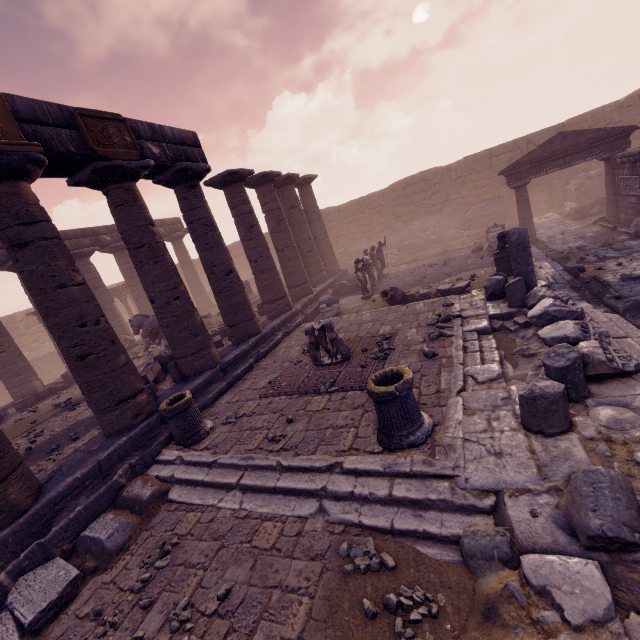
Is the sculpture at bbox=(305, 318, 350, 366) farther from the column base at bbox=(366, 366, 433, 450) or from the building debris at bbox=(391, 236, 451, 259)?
the building debris at bbox=(391, 236, 451, 259)

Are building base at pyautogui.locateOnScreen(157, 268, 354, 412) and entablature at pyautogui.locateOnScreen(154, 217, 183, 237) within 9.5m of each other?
yes

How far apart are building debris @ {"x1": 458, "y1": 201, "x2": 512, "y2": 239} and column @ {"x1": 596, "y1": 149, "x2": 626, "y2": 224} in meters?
6.0 m

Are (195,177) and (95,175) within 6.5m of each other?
yes

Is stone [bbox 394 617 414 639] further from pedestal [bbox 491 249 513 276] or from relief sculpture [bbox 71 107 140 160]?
pedestal [bbox 491 249 513 276]

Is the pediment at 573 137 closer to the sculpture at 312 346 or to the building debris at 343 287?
the building debris at 343 287

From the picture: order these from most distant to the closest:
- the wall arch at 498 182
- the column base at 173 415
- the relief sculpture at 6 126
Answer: the wall arch at 498 182 → the column base at 173 415 → the relief sculpture at 6 126

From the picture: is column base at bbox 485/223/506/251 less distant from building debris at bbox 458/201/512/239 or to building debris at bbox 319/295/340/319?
building debris at bbox 458/201/512/239
